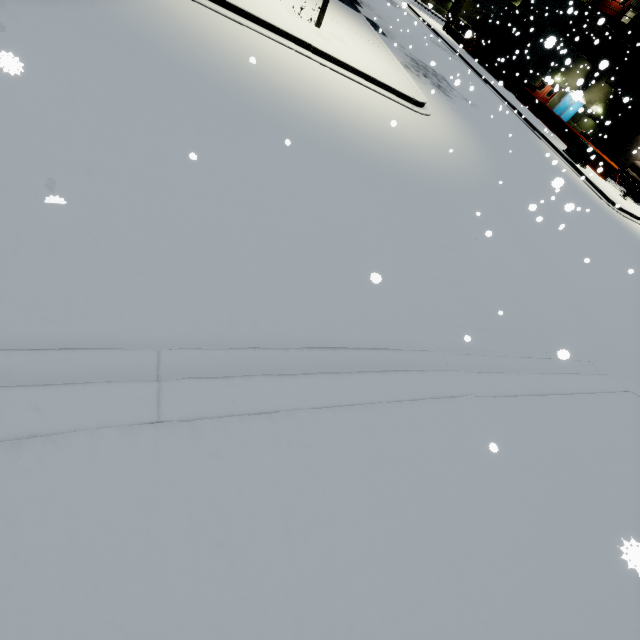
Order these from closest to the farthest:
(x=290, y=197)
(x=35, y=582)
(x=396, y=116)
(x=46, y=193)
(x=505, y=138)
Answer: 1. (x=35, y=582)
2. (x=46, y=193)
3. (x=290, y=197)
4. (x=396, y=116)
5. (x=505, y=138)

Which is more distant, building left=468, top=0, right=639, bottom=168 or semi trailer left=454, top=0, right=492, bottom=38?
semi trailer left=454, top=0, right=492, bottom=38

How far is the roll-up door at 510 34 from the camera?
30.6 meters

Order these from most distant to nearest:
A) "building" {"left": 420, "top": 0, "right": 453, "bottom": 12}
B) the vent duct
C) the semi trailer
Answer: "building" {"left": 420, "top": 0, "right": 453, "bottom": 12}
the semi trailer
the vent duct

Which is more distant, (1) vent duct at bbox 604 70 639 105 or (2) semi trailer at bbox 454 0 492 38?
(2) semi trailer at bbox 454 0 492 38

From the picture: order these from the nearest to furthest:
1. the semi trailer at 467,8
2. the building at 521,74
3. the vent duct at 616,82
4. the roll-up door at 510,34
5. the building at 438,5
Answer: the vent duct at 616,82 → the building at 521,74 → the roll-up door at 510,34 → the semi trailer at 467,8 → the building at 438,5

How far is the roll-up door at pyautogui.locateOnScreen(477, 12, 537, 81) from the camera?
30.64m

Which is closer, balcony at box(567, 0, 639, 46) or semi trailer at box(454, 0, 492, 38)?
balcony at box(567, 0, 639, 46)
